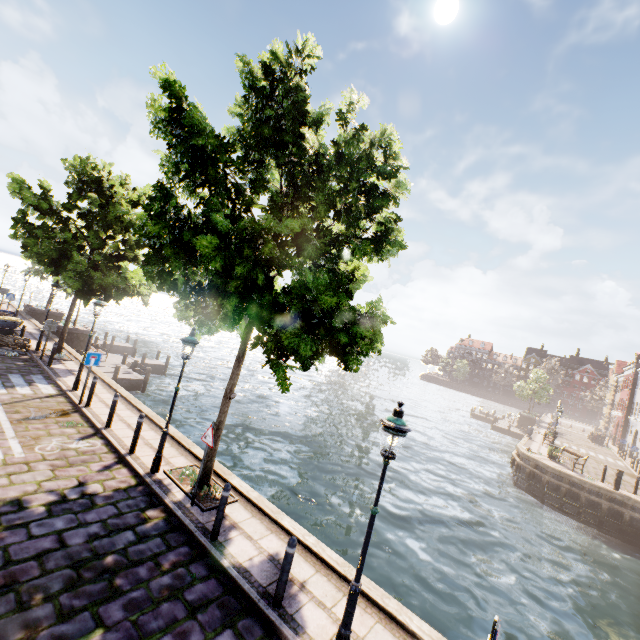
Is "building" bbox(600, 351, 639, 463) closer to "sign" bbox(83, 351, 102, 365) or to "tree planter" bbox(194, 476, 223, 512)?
"tree planter" bbox(194, 476, 223, 512)

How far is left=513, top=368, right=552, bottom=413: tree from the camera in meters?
46.8

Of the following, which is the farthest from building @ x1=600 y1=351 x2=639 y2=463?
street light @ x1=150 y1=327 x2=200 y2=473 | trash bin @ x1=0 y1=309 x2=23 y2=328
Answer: trash bin @ x1=0 y1=309 x2=23 y2=328

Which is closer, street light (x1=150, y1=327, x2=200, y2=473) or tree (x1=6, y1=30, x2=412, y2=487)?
tree (x1=6, y1=30, x2=412, y2=487)

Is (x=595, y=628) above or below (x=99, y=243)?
below

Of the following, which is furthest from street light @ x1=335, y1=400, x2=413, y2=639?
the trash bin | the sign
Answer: the trash bin

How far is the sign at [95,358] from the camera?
11.30m

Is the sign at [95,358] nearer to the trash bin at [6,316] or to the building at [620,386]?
the trash bin at [6,316]
